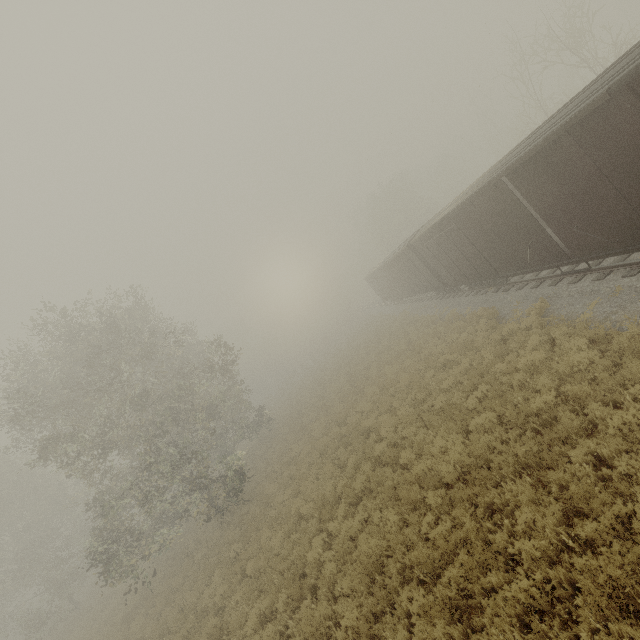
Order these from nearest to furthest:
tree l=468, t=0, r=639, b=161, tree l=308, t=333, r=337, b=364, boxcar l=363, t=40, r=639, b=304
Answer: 1. boxcar l=363, t=40, r=639, b=304
2. tree l=468, t=0, r=639, b=161
3. tree l=308, t=333, r=337, b=364

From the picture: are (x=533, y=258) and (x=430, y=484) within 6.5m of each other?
no

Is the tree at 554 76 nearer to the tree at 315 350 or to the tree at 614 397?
the tree at 614 397

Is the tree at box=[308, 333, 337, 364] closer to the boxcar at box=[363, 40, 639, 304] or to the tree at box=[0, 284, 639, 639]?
the tree at box=[0, 284, 639, 639]

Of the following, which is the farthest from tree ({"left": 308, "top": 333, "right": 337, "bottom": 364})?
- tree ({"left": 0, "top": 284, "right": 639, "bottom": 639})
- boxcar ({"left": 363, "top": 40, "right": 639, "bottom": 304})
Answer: boxcar ({"left": 363, "top": 40, "right": 639, "bottom": 304})

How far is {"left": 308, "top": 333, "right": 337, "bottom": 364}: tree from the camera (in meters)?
52.09

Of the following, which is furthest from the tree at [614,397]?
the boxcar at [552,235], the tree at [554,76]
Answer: the tree at [554,76]

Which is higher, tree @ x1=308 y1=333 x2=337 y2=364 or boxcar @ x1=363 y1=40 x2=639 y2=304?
boxcar @ x1=363 y1=40 x2=639 y2=304
